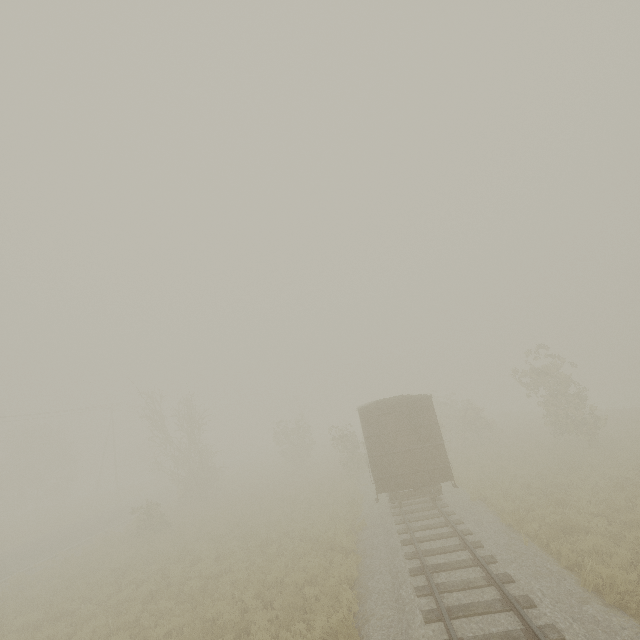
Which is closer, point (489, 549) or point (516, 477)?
point (489, 549)

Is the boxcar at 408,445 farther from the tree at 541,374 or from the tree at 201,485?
the tree at 201,485

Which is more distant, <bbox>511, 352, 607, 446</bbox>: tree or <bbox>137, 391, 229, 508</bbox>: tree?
<bbox>137, 391, 229, 508</bbox>: tree

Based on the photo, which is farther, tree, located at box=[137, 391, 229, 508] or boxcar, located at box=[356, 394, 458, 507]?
tree, located at box=[137, 391, 229, 508]

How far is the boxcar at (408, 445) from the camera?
14.0m

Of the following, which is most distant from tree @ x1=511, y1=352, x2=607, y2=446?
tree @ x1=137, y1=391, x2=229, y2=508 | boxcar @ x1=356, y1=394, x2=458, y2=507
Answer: tree @ x1=137, y1=391, x2=229, y2=508

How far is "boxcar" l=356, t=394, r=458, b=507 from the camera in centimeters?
1399cm

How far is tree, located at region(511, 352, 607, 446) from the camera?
20.2m
